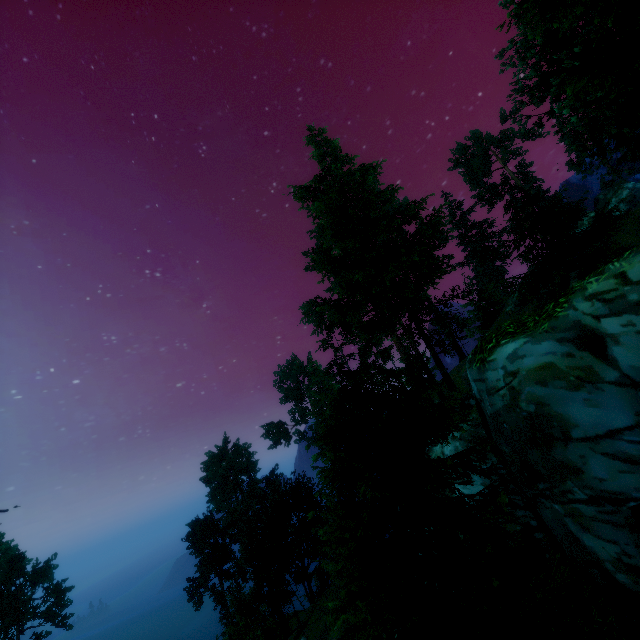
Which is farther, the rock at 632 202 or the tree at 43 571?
the tree at 43 571

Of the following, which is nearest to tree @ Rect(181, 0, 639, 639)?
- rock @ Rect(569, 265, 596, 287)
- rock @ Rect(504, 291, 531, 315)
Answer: rock @ Rect(569, 265, 596, 287)

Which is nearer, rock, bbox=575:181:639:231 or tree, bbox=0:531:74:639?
rock, bbox=575:181:639:231

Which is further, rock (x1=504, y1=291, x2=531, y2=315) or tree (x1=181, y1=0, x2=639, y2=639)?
rock (x1=504, y1=291, x2=531, y2=315)

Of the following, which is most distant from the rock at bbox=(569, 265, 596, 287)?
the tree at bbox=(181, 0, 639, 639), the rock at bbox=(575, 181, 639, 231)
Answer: the rock at bbox=(575, 181, 639, 231)

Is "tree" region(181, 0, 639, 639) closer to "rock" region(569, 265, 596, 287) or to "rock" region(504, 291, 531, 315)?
"rock" region(569, 265, 596, 287)

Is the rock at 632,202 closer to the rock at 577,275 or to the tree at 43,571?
the tree at 43,571

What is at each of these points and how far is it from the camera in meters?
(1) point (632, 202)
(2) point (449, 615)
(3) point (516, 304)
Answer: (1) rock, 30.5 m
(2) tree, 7.2 m
(3) rock, 37.2 m
